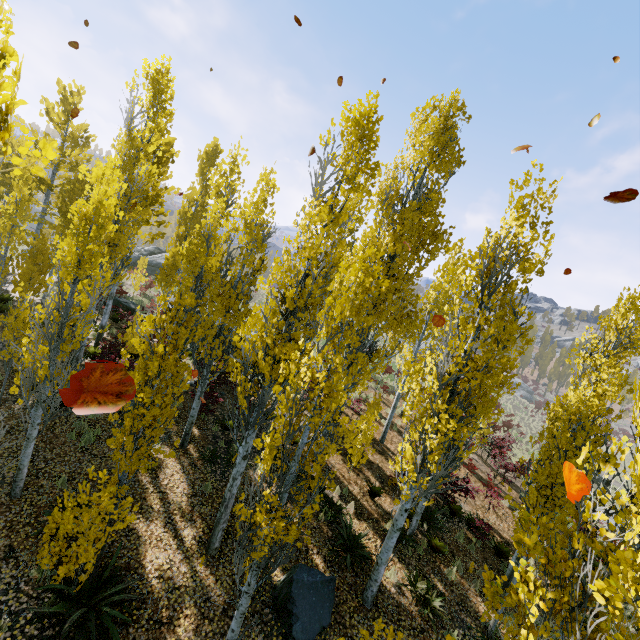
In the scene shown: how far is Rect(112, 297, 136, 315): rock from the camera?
19.8m

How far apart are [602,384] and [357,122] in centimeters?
1023cm

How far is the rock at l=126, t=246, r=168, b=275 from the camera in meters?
31.6 m

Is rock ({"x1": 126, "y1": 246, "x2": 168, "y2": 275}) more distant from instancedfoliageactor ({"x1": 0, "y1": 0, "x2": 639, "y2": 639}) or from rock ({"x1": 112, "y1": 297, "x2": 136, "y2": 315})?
rock ({"x1": 112, "y1": 297, "x2": 136, "y2": 315})

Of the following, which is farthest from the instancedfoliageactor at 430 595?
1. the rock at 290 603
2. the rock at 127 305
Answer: Result: the rock at 127 305

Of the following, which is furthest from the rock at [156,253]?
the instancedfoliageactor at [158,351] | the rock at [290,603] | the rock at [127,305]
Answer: the rock at [290,603]

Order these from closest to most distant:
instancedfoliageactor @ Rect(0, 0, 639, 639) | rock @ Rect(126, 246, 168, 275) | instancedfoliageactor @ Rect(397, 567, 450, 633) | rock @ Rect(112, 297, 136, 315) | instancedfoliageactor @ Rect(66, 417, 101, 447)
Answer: instancedfoliageactor @ Rect(0, 0, 639, 639), instancedfoliageactor @ Rect(397, 567, 450, 633), instancedfoliageactor @ Rect(66, 417, 101, 447), rock @ Rect(112, 297, 136, 315), rock @ Rect(126, 246, 168, 275)

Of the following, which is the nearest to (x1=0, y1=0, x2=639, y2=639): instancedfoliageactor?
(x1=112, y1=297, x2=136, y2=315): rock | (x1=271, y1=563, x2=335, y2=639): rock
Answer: (x1=271, y1=563, x2=335, y2=639): rock
